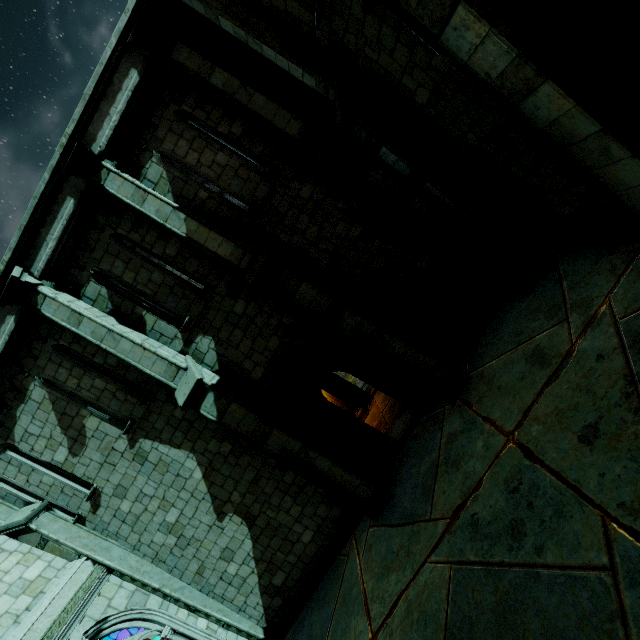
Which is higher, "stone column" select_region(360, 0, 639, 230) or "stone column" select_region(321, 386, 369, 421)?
"stone column" select_region(360, 0, 639, 230)

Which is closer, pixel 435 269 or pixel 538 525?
pixel 538 525

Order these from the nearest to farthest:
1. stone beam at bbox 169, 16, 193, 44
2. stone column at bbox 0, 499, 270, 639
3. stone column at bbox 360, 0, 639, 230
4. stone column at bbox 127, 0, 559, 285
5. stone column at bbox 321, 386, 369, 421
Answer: stone column at bbox 360, 0, 639, 230, stone column at bbox 127, 0, 559, 285, stone beam at bbox 169, 16, 193, 44, stone column at bbox 0, 499, 270, 639, stone column at bbox 321, 386, 369, 421

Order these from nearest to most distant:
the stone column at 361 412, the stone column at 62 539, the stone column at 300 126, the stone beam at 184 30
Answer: the stone column at 300 126
the stone beam at 184 30
the stone column at 62 539
the stone column at 361 412

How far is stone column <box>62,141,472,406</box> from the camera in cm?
701

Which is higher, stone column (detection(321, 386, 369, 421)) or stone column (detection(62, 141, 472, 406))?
stone column (detection(62, 141, 472, 406))

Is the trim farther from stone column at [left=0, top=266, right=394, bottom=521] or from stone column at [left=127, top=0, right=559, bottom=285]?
stone column at [left=127, top=0, right=559, bottom=285]

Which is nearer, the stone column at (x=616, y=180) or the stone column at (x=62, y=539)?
the stone column at (x=616, y=180)
